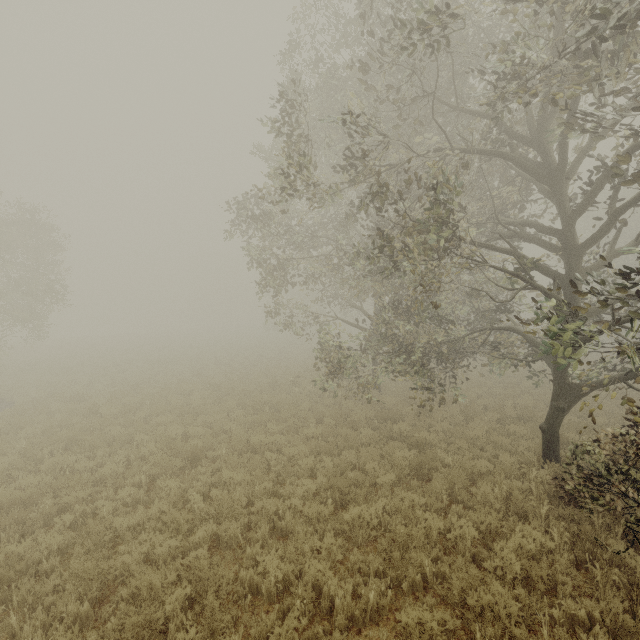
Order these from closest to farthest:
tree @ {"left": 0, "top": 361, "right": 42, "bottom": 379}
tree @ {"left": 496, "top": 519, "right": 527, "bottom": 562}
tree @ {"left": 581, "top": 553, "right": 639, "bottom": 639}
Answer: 1. tree @ {"left": 581, "top": 553, "right": 639, "bottom": 639}
2. tree @ {"left": 496, "top": 519, "right": 527, "bottom": 562}
3. tree @ {"left": 0, "top": 361, "right": 42, "bottom": 379}

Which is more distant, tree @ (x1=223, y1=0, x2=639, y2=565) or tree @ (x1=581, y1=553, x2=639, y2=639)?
tree @ (x1=223, y1=0, x2=639, y2=565)

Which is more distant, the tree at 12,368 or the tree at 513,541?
the tree at 12,368

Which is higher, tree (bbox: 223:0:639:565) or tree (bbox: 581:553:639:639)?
tree (bbox: 223:0:639:565)

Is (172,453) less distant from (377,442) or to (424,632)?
(377,442)

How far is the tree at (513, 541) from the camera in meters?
5.3 m

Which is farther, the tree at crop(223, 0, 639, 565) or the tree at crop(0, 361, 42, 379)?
the tree at crop(0, 361, 42, 379)

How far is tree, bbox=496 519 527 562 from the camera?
5.31m
